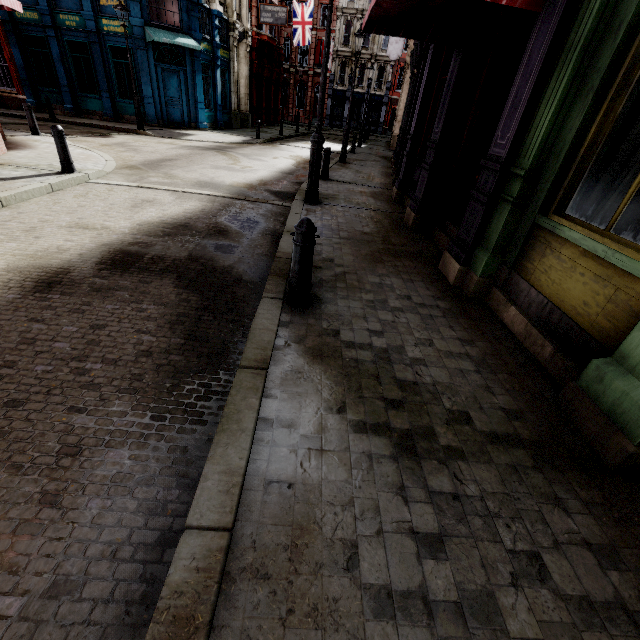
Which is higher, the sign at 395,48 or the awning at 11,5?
the sign at 395,48

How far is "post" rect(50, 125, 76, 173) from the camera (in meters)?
7.11

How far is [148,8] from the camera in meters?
16.1

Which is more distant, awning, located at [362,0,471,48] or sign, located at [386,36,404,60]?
sign, located at [386,36,404,60]

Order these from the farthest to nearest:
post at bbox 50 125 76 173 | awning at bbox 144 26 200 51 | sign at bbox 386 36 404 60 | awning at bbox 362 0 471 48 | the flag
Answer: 1. the flag
2. sign at bbox 386 36 404 60
3. awning at bbox 144 26 200 51
4. post at bbox 50 125 76 173
5. awning at bbox 362 0 471 48

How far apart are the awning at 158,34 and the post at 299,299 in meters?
19.1

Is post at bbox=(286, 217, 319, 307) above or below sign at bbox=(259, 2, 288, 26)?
below

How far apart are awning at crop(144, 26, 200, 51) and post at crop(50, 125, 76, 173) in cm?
1250
